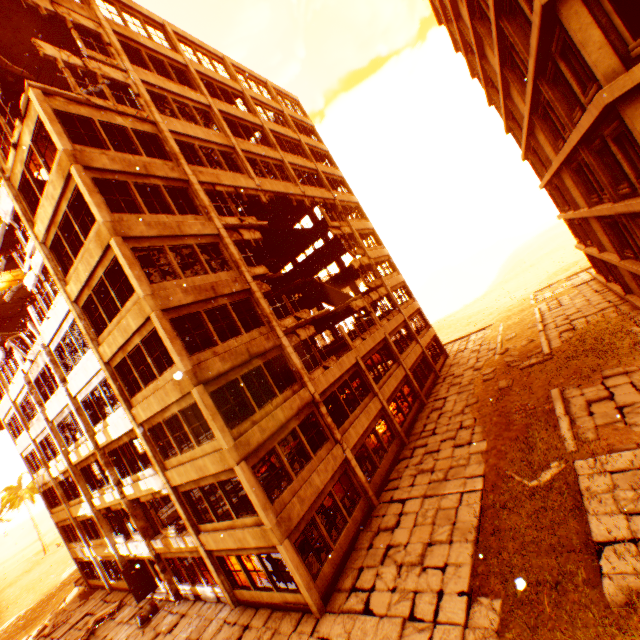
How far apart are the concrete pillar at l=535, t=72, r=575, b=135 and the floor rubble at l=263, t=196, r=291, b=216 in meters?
14.7

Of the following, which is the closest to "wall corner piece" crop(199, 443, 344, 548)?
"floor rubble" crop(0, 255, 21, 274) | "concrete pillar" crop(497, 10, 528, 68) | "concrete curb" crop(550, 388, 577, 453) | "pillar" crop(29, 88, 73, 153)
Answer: "pillar" crop(29, 88, 73, 153)

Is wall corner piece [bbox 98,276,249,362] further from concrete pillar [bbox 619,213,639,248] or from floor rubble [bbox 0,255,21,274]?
concrete pillar [bbox 619,213,639,248]

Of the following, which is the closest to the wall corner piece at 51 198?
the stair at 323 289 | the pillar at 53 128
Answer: the pillar at 53 128

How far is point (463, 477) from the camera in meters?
13.3

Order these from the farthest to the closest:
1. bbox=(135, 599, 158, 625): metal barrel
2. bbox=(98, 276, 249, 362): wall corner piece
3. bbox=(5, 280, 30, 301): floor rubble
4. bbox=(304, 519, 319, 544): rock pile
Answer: bbox=(5, 280, 30, 301): floor rubble → bbox=(135, 599, 158, 625): metal barrel → bbox=(304, 519, 319, 544): rock pile → bbox=(98, 276, 249, 362): wall corner piece

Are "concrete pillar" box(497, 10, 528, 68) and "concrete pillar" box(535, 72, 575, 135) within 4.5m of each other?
yes

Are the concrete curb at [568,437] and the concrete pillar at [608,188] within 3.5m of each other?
no
